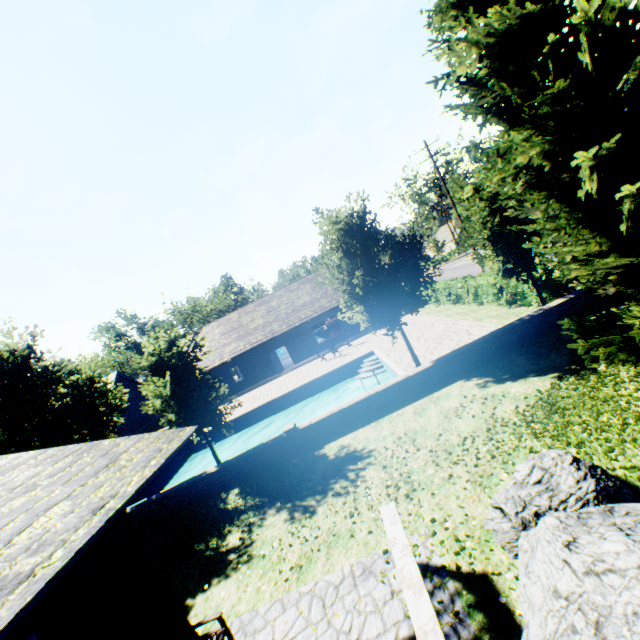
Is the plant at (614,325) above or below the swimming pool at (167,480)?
above

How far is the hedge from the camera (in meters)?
14.66

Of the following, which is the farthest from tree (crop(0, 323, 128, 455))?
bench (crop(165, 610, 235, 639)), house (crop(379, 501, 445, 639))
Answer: house (crop(379, 501, 445, 639))

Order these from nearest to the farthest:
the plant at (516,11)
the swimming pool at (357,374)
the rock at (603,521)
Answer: the rock at (603,521)
the plant at (516,11)
the swimming pool at (357,374)

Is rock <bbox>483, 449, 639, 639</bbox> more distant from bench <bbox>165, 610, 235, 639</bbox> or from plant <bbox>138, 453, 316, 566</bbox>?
bench <bbox>165, 610, 235, 639</bbox>

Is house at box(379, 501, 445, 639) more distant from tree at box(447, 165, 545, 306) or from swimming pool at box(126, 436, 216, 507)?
swimming pool at box(126, 436, 216, 507)

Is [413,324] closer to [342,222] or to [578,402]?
[342,222]

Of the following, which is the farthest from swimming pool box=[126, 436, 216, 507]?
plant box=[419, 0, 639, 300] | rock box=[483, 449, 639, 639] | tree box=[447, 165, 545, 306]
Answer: rock box=[483, 449, 639, 639]
